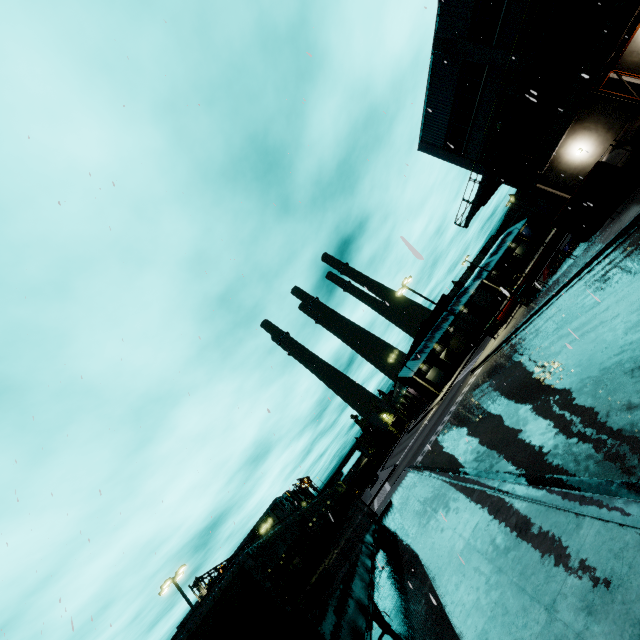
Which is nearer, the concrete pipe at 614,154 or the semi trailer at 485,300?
the concrete pipe at 614,154

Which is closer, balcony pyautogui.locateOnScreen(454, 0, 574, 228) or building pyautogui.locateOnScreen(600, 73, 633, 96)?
balcony pyautogui.locateOnScreen(454, 0, 574, 228)

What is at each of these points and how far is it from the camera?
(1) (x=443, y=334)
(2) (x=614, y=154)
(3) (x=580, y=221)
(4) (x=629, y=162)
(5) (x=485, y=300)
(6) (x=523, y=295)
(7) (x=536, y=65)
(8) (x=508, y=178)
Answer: (1) building, 58.8m
(2) concrete pipe, 17.3m
(3) tarp, 16.2m
(4) concrete pipe, 16.5m
(5) semi trailer, 50.2m
(6) forklift, 23.9m
(7) balcony, 18.3m
(8) building, 26.1m

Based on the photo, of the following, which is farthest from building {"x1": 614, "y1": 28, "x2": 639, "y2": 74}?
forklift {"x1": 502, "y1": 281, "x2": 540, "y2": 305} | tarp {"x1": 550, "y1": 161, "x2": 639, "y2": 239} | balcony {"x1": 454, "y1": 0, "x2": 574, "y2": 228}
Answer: forklift {"x1": 502, "y1": 281, "x2": 540, "y2": 305}

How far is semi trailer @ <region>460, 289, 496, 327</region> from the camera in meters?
49.2 m

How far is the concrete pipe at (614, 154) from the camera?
16.88m
